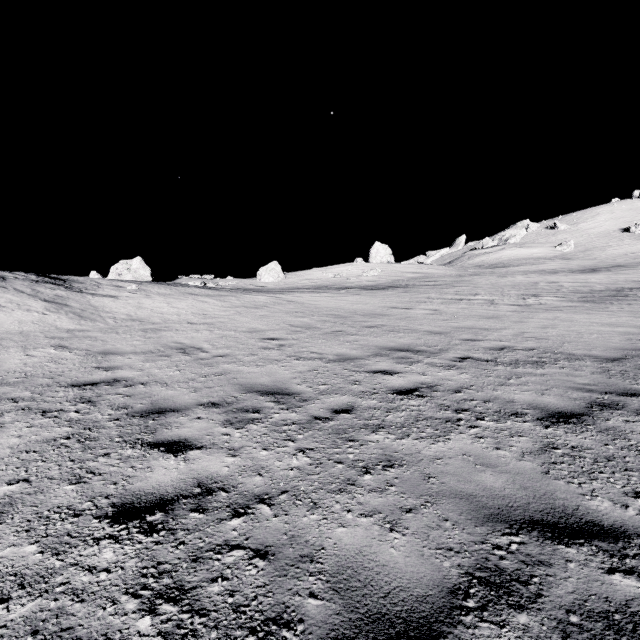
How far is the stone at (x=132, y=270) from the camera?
26.88m

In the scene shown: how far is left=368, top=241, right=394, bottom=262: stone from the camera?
43.91m

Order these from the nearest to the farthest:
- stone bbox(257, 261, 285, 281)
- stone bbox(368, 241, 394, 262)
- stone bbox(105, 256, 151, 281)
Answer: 1. stone bbox(105, 256, 151, 281)
2. stone bbox(257, 261, 285, 281)
3. stone bbox(368, 241, 394, 262)

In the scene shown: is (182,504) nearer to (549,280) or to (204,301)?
(204,301)

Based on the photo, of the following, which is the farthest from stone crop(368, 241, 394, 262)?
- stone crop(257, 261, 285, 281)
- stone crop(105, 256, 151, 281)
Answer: stone crop(105, 256, 151, 281)

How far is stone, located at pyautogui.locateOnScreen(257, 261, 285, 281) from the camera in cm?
3791

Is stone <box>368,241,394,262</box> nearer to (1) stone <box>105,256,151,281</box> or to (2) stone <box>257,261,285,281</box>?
(2) stone <box>257,261,285,281</box>

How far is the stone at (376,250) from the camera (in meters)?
43.91
